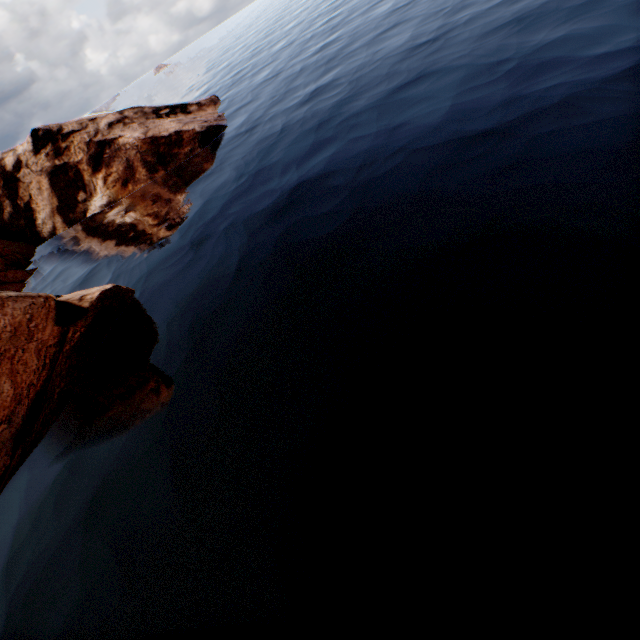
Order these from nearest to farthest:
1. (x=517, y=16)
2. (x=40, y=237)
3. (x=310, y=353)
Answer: (x=310, y=353) < (x=517, y=16) < (x=40, y=237)
